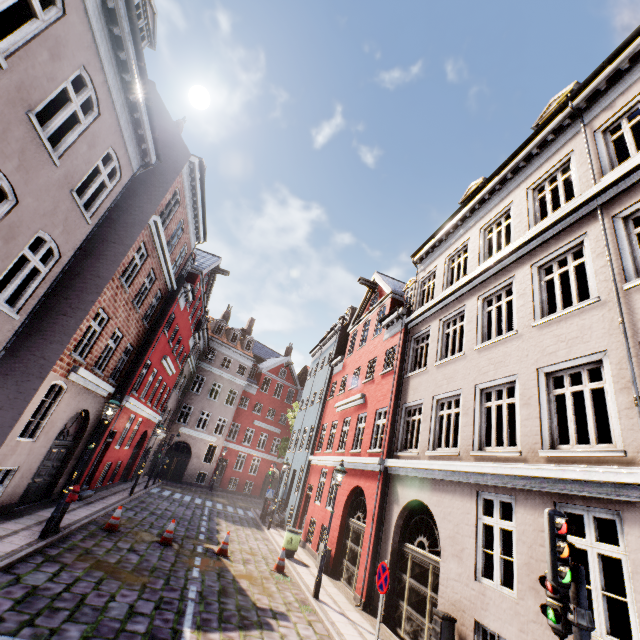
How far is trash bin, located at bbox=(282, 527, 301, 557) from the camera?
13.72m

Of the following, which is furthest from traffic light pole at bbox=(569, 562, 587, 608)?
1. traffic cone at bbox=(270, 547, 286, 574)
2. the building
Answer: traffic cone at bbox=(270, 547, 286, 574)

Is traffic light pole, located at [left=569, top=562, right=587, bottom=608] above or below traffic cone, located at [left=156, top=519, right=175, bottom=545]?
above

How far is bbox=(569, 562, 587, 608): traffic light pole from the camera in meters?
3.5 m

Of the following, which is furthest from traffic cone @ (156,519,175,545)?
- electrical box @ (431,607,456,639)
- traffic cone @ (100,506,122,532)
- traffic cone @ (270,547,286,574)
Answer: electrical box @ (431,607,456,639)

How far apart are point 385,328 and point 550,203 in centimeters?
865cm

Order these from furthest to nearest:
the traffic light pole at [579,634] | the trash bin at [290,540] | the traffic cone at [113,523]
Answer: the trash bin at [290,540], the traffic cone at [113,523], the traffic light pole at [579,634]

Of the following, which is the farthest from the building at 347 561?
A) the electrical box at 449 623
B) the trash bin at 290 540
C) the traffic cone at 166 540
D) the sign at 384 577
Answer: the traffic cone at 166 540
